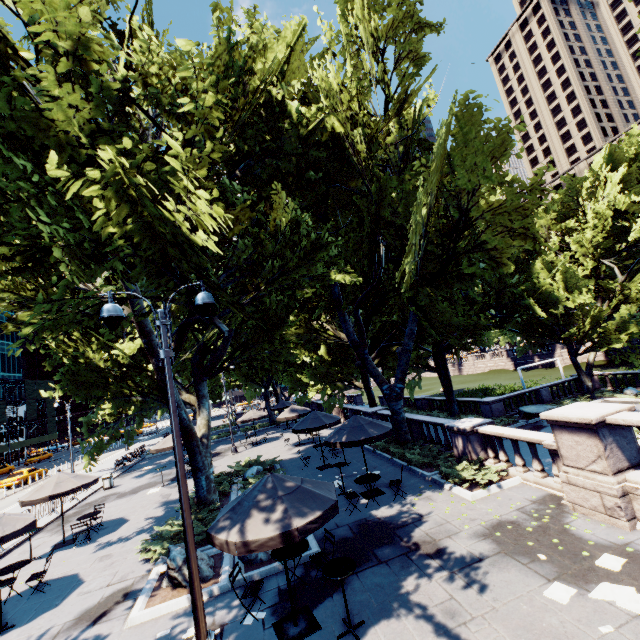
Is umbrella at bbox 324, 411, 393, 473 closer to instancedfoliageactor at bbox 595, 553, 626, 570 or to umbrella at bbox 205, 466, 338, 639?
umbrella at bbox 205, 466, 338, 639

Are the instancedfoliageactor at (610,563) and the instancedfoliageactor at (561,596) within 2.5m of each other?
yes

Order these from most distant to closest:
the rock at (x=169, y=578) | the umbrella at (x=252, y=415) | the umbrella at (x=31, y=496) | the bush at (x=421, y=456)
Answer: the umbrella at (x=252, y=415) → the umbrella at (x=31, y=496) → the bush at (x=421, y=456) → the rock at (x=169, y=578)

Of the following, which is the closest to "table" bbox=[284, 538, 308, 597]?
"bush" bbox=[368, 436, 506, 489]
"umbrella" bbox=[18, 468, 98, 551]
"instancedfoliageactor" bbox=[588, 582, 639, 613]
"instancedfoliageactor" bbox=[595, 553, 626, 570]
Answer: "instancedfoliageactor" bbox=[588, 582, 639, 613]

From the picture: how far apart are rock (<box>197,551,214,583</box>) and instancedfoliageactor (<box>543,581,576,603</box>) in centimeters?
803cm

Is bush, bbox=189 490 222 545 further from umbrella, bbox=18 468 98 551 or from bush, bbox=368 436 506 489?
bush, bbox=368 436 506 489

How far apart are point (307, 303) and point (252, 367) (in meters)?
7.13

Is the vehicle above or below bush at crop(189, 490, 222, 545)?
above
